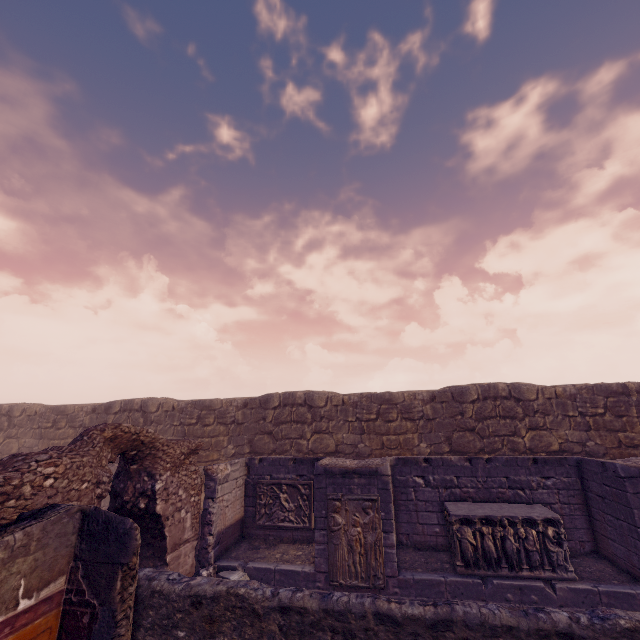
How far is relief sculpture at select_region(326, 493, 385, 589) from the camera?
7.36m

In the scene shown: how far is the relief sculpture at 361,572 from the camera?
7.36m

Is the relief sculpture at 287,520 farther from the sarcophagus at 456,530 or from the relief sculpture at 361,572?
the sarcophagus at 456,530

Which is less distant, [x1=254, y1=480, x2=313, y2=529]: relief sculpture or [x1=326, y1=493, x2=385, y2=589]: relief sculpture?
[x1=326, y1=493, x2=385, y2=589]: relief sculpture

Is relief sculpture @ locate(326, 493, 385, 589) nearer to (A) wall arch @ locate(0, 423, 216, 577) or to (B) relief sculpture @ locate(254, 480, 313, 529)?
(B) relief sculpture @ locate(254, 480, 313, 529)

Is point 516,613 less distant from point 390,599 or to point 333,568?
point 390,599

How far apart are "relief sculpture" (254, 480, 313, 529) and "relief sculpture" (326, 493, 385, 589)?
1.8 meters

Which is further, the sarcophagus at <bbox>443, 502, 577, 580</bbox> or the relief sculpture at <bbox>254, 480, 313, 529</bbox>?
the relief sculpture at <bbox>254, 480, 313, 529</bbox>
